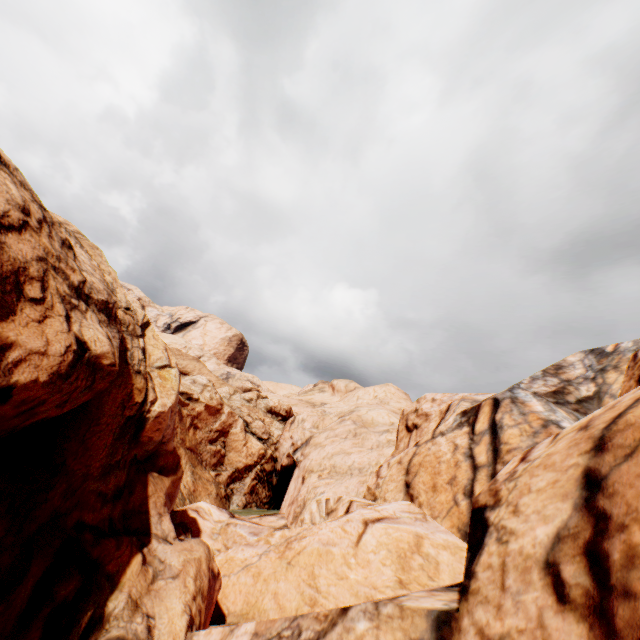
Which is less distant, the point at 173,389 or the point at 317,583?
the point at 317,583
